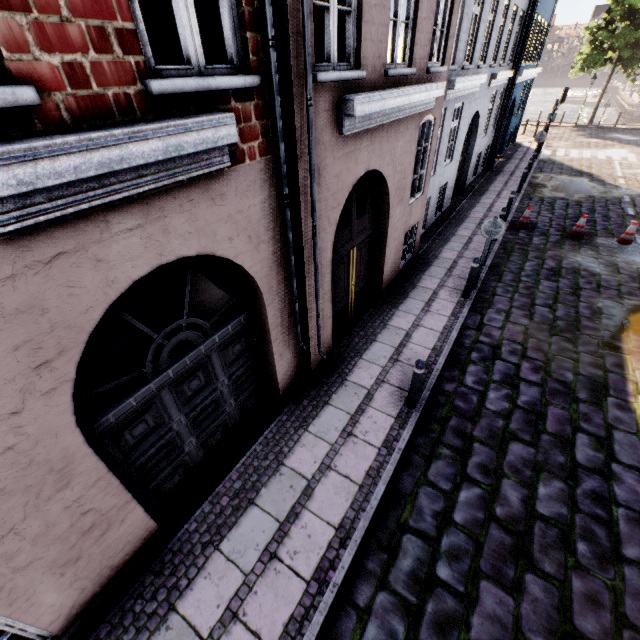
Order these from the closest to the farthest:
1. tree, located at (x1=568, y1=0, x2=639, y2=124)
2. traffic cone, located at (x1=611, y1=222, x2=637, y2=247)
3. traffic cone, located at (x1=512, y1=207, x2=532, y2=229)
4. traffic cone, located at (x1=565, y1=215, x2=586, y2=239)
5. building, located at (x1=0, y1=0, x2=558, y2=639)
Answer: building, located at (x1=0, y1=0, x2=558, y2=639) < traffic cone, located at (x1=611, y1=222, x2=637, y2=247) < traffic cone, located at (x1=565, y1=215, x2=586, y2=239) < traffic cone, located at (x1=512, y1=207, x2=532, y2=229) < tree, located at (x1=568, y1=0, x2=639, y2=124)

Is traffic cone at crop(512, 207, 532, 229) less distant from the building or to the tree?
the building

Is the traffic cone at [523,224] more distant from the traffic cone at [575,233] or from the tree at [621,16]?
the tree at [621,16]

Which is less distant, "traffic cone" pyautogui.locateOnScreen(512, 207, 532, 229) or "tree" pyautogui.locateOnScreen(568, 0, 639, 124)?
"traffic cone" pyautogui.locateOnScreen(512, 207, 532, 229)

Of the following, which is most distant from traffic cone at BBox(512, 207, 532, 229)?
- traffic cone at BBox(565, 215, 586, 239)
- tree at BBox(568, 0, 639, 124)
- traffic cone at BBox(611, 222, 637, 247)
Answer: tree at BBox(568, 0, 639, 124)

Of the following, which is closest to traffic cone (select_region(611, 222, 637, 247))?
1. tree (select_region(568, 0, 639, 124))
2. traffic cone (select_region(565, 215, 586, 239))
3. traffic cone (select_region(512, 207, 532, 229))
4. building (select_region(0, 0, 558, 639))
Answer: traffic cone (select_region(565, 215, 586, 239))

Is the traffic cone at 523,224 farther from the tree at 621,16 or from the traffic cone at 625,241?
the tree at 621,16

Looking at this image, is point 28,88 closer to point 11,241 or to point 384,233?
point 11,241
